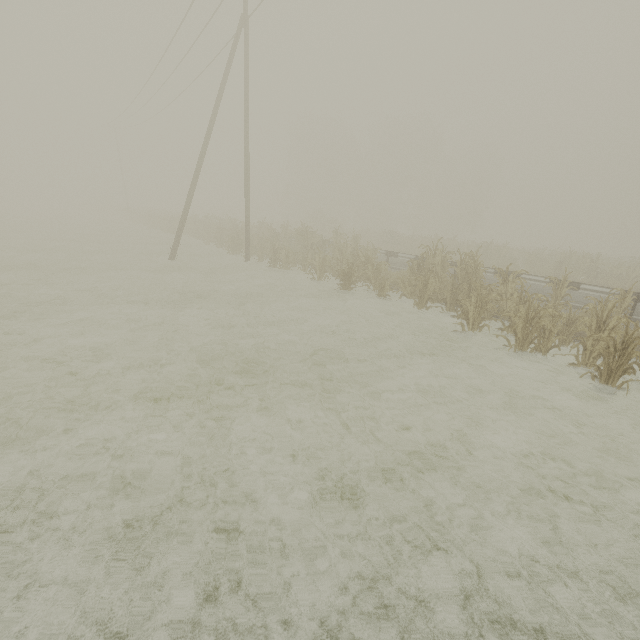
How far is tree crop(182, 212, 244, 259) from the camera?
19.73m

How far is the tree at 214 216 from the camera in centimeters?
1973cm

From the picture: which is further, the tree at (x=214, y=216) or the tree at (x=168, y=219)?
the tree at (x=168, y=219)

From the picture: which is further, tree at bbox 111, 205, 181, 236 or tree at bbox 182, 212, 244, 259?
tree at bbox 111, 205, 181, 236

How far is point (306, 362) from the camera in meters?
7.2

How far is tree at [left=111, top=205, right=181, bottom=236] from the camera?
30.4m
